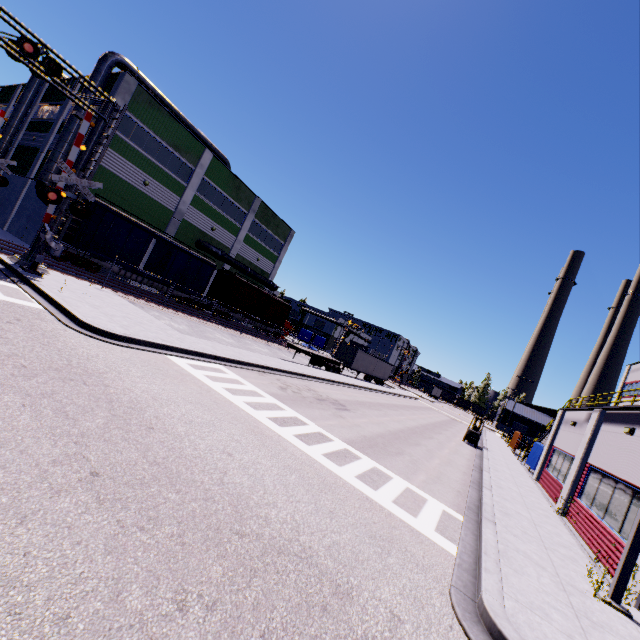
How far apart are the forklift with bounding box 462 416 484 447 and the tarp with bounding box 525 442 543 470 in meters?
3.3 m

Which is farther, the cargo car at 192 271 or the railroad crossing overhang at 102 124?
the cargo car at 192 271

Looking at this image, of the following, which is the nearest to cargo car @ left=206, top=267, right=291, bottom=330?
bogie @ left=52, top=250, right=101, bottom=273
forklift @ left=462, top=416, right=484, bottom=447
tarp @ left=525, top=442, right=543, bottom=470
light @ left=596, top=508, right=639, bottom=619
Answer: bogie @ left=52, top=250, right=101, bottom=273

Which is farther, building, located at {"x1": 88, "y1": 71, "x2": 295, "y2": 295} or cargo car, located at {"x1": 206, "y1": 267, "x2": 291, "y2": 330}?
cargo car, located at {"x1": 206, "y1": 267, "x2": 291, "y2": 330}

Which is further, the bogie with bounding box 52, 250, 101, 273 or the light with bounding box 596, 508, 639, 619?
the bogie with bounding box 52, 250, 101, 273

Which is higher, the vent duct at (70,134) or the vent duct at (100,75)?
the vent duct at (100,75)

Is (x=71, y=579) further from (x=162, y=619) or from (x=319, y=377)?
(x=319, y=377)

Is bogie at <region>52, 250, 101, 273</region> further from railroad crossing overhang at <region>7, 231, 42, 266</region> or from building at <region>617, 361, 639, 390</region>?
railroad crossing overhang at <region>7, 231, 42, 266</region>
